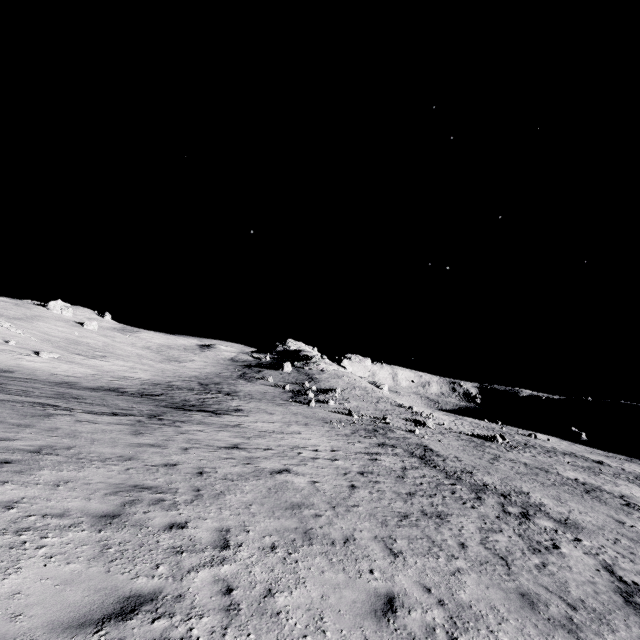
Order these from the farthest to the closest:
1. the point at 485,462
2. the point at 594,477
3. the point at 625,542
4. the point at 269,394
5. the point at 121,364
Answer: the point at 269,394 → the point at 121,364 → the point at 594,477 → the point at 485,462 → the point at 625,542
